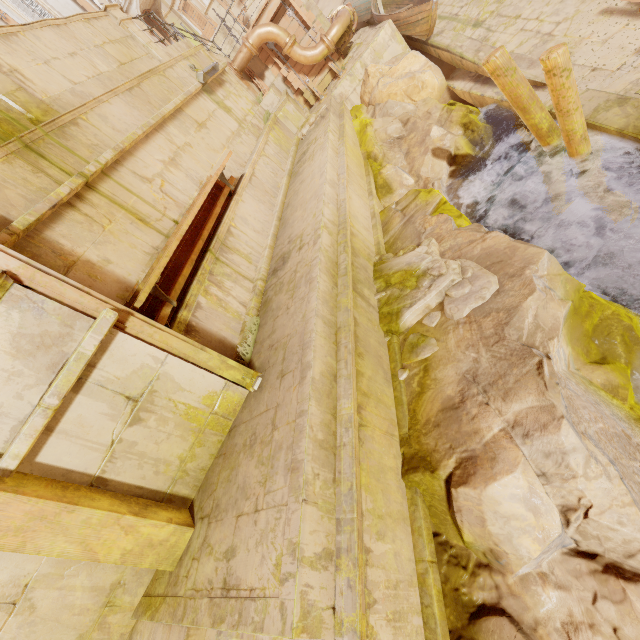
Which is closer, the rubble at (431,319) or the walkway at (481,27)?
the rubble at (431,319)

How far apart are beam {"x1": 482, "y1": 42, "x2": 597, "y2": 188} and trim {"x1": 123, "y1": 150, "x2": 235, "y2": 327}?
5.6 meters

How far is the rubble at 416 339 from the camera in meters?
4.4

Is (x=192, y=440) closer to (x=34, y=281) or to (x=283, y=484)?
(x=283, y=484)

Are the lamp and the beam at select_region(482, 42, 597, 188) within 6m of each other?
no

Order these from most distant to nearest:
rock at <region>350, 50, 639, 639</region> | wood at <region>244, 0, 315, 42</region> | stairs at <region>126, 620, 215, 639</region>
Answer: wood at <region>244, 0, 315, 42</region> < stairs at <region>126, 620, 215, 639</region> < rock at <region>350, 50, 639, 639</region>

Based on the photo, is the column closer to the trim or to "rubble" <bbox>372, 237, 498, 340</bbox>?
the trim

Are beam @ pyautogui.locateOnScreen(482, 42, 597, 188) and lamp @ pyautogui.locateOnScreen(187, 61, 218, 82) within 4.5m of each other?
no
